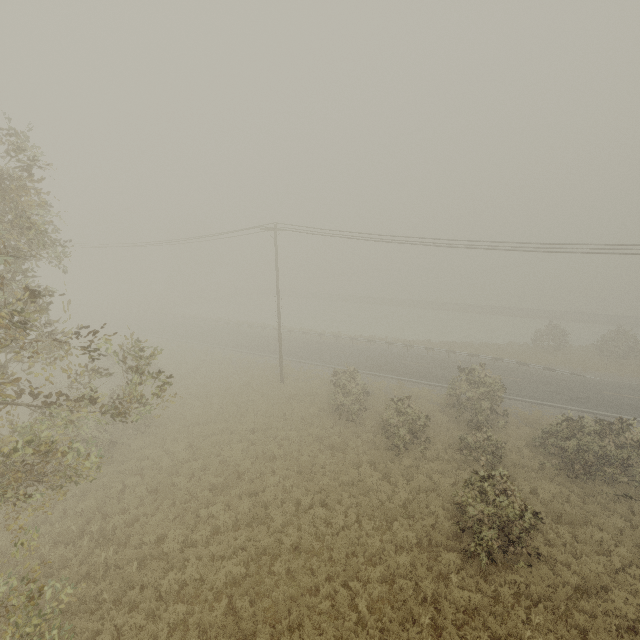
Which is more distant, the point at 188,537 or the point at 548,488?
the point at 548,488
